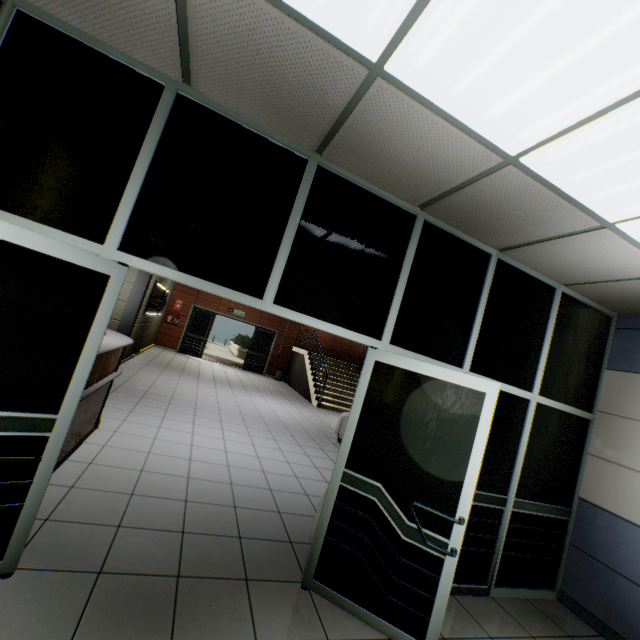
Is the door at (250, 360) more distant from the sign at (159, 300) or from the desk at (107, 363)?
A: the desk at (107, 363)

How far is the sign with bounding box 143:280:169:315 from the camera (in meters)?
9.23

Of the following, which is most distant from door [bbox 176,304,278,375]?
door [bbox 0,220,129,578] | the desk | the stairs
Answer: door [bbox 0,220,129,578]

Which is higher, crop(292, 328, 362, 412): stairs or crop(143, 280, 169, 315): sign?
crop(143, 280, 169, 315): sign

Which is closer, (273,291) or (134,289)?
(273,291)

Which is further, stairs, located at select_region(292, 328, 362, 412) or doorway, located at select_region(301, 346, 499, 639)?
stairs, located at select_region(292, 328, 362, 412)

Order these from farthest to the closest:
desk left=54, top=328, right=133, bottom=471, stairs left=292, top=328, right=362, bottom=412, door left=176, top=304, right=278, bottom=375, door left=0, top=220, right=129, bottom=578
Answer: door left=176, top=304, right=278, bottom=375 → stairs left=292, top=328, right=362, bottom=412 → desk left=54, top=328, right=133, bottom=471 → door left=0, top=220, right=129, bottom=578

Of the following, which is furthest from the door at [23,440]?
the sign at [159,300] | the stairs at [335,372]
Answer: the stairs at [335,372]
